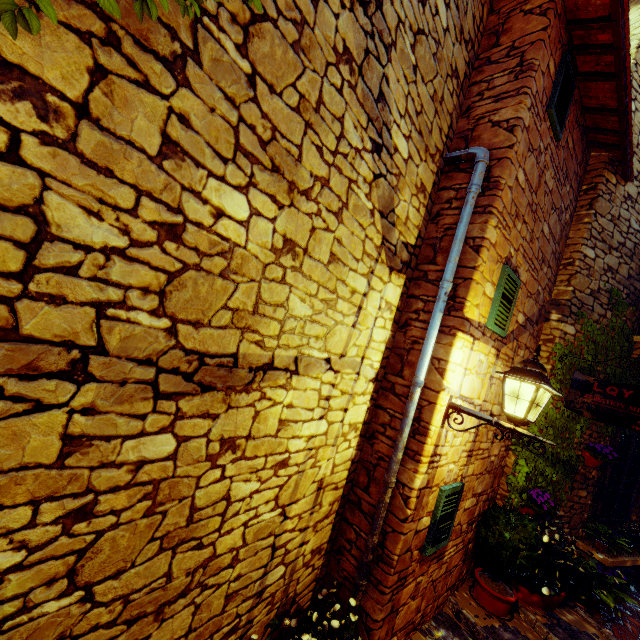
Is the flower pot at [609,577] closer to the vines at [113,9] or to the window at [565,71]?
the vines at [113,9]

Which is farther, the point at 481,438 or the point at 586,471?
the point at 586,471

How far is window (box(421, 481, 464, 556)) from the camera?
3.3m

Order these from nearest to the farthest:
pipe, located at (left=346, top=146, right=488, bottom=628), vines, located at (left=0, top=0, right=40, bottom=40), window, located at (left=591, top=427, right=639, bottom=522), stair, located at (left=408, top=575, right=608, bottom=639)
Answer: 1. vines, located at (left=0, top=0, right=40, bottom=40)
2. pipe, located at (left=346, top=146, right=488, bottom=628)
3. stair, located at (left=408, top=575, right=608, bottom=639)
4. window, located at (left=591, top=427, right=639, bottom=522)

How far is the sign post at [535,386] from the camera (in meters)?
2.52

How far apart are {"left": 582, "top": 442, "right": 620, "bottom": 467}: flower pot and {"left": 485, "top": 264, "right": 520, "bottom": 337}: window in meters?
3.3 m

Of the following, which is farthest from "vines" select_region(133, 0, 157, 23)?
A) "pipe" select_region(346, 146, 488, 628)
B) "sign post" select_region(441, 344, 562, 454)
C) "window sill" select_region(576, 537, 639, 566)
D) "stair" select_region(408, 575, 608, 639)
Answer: "window sill" select_region(576, 537, 639, 566)

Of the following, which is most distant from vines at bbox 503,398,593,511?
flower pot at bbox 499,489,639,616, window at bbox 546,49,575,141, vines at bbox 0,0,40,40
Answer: vines at bbox 0,0,40,40
